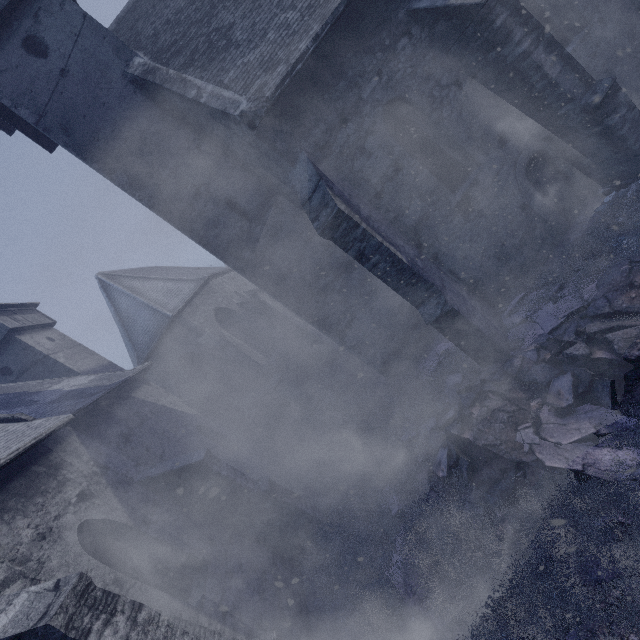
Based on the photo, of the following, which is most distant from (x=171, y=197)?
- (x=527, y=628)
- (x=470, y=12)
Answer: (x=527, y=628)

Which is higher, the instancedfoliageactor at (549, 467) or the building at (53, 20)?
the building at (53, 20)

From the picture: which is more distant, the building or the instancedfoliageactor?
the building

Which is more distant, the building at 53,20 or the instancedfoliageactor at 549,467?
the building at 53,20

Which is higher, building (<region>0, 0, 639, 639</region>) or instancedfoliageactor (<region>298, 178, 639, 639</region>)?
building (<region>0, 0, 639, 639</region>)
